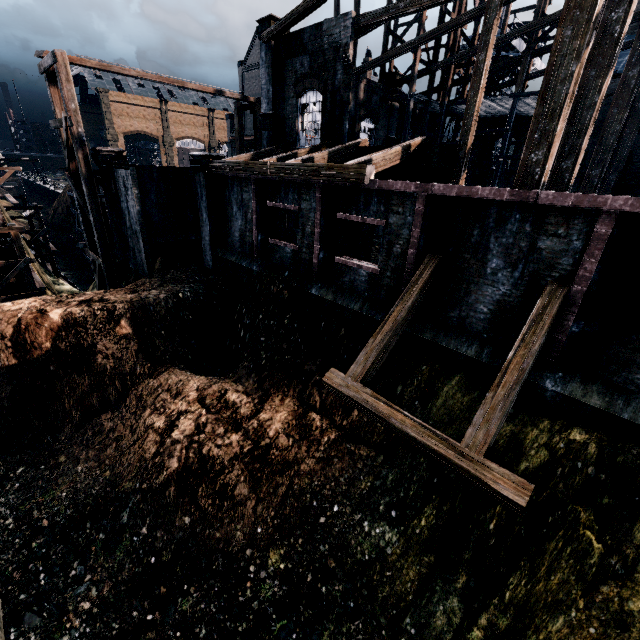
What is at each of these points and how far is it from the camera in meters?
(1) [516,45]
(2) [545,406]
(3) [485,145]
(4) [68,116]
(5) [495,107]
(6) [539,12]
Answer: (1) crane, 31.0
(2) building, 8.6
(3) building, 32.5
(4) wooden scaffolding, 17.0
(5) wooden scaffolding, 26.5
(6) wooden scaffolding, 20.2

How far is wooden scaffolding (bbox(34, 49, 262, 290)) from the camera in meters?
17.1

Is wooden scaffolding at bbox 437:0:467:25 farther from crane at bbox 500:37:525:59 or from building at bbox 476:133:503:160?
crane at bbox 500:37:525:59

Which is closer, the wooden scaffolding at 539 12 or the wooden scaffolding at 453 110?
the wooden scaffolding at 539 12

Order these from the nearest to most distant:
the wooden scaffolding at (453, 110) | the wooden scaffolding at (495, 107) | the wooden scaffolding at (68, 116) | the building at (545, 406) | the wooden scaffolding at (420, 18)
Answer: the building at (545, 406) < the wooden scaffolding at (68, 116) < the wooden scaffolding at (495, 107) < the wooden scaffolding at (420, 18) < the wooden scaffolding at (453, 110)

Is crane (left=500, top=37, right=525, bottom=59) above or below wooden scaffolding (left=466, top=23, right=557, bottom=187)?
above

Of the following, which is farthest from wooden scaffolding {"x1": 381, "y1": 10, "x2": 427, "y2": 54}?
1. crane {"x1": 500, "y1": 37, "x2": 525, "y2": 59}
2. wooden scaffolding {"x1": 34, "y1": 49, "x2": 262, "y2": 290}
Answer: crane {"x1": 500, "y1": 37, "x2": 525, "y2": 59}

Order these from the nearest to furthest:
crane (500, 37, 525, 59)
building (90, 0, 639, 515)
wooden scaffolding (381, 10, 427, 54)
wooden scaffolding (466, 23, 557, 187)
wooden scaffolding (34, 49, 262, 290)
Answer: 1. building (90, 0, 639, 515)
2. wooden scaffolding (34, 49, 262, 290)
3. wooden scaffolding (466, 23, 557, 187)
4. wooden scaffolding (381, 10, 427, 54)
5. crane (500, 37, 525, 59)
